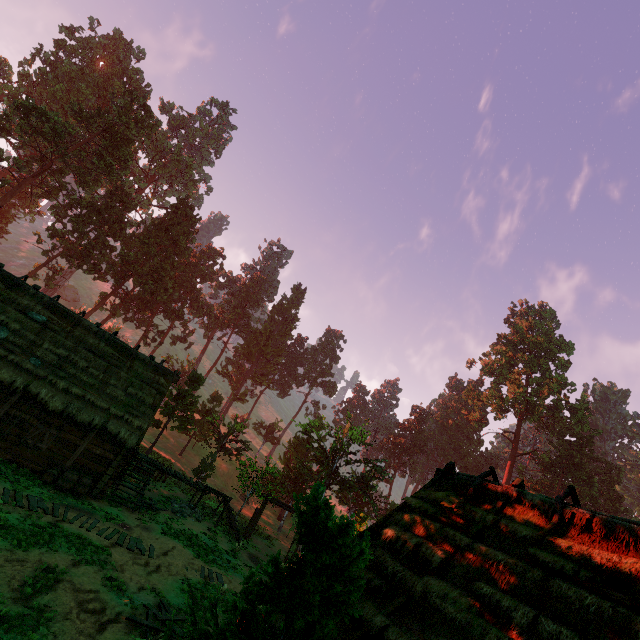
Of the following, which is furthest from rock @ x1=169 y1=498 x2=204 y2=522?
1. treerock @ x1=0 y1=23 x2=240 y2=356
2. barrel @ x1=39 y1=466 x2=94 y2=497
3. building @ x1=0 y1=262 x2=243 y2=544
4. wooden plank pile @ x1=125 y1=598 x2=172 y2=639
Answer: wooden plank pile @ x1=125 y1=598 x2=172 y2=639

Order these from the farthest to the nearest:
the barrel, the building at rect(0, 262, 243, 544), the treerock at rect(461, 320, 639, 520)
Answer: the treerock at rect(461, 320, 639, 520), the building at rect(0, 262, 243, 544), the barrel

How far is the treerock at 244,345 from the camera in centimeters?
5834cm

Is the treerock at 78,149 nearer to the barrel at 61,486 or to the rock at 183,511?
the rock at 183,511

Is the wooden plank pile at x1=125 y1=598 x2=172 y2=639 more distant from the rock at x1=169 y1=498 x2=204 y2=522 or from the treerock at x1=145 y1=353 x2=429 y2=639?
the rock at x1=169 y1=498 x2=204 y2=522

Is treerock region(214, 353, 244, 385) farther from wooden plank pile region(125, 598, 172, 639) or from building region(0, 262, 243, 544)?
wooden plank pile region(125, 598, 172, 639)

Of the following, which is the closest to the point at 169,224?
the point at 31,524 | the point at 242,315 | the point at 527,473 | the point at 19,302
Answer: the point at 242,315
